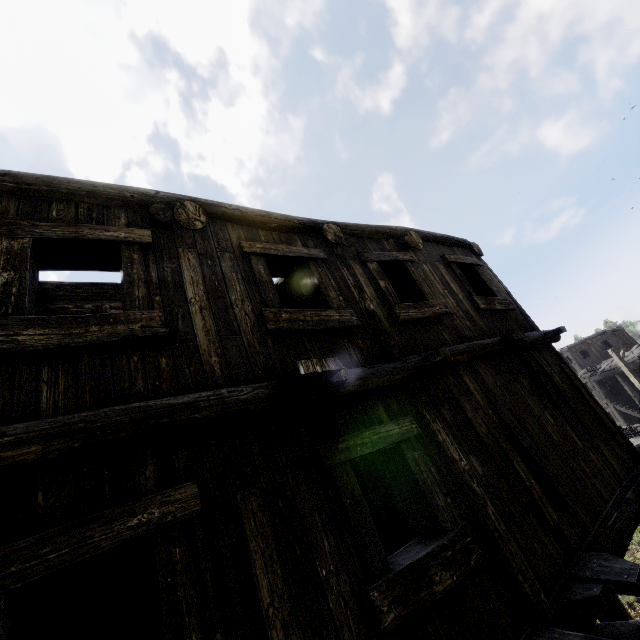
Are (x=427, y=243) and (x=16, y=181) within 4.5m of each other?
no
